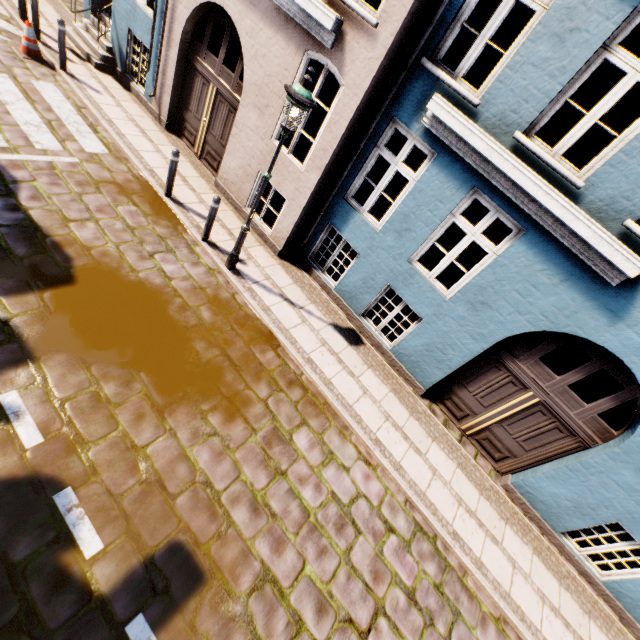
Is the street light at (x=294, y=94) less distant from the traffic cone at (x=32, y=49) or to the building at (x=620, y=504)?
the building at (x=620, y=504)

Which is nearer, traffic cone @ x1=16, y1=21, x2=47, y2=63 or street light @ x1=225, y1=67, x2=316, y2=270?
street light @ x1=225, y1=67, x2=316, y2=270

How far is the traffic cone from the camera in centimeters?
800cm

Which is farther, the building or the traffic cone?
the traffic cone

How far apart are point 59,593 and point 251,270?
5.7m

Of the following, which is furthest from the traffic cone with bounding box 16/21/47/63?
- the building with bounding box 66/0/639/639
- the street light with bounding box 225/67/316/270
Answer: the street light with bounding box 225/67/316/270

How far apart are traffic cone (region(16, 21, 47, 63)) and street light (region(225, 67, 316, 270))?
7.8 meters

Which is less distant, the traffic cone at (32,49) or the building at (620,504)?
the building at (620,504)
